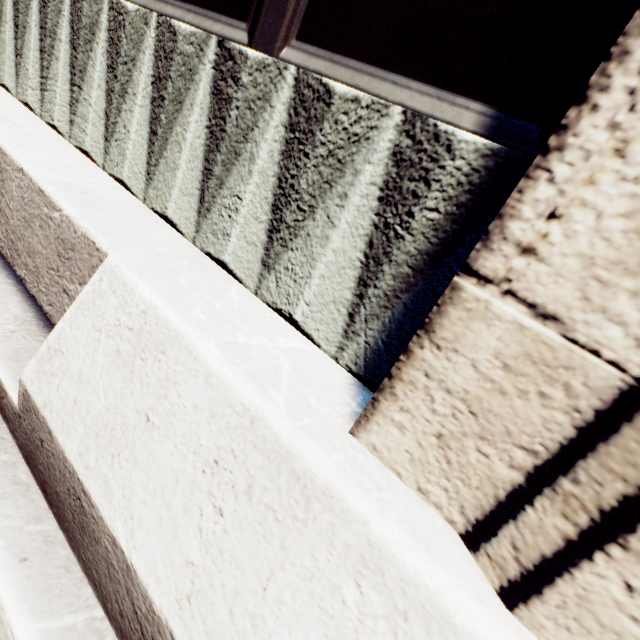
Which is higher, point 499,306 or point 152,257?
point 499,306
